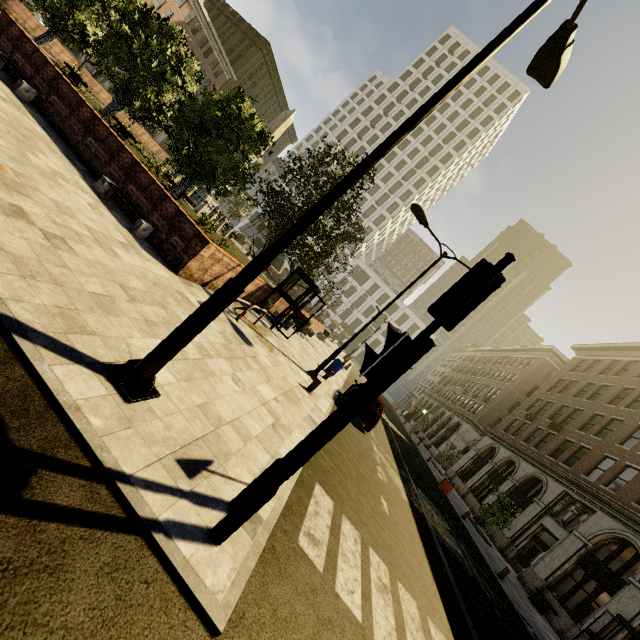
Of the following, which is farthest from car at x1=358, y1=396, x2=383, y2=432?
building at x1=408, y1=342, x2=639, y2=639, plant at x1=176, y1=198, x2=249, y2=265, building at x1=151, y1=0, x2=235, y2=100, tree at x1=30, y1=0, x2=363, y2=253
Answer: building at x1=151, y1=0, x2=235, y2=100

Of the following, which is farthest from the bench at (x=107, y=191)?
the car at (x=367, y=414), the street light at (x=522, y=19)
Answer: the car at (x=367, y=414)

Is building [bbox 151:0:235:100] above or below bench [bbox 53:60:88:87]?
above

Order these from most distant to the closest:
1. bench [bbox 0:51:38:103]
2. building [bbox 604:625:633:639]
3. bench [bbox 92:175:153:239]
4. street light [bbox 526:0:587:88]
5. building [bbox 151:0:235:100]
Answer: building [bbox 151:0:235:100] < building [bbox 604:625:633:639] < bench [bbox 0:51:38:103] < bench [bbox 92:175:153:239] < street light [bbox 526:0:587:88]

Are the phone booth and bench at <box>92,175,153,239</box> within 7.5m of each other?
yes

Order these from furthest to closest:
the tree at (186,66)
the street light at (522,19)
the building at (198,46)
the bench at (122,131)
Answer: the building at (198,46), the bench at (122,131), the tree at (186,66), the street light at (522,19)

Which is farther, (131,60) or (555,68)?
(131,60)

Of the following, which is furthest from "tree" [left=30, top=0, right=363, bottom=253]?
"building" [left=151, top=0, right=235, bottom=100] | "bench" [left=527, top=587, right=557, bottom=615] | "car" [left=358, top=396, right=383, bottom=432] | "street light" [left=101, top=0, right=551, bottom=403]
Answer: "building" [left=151, top=0, right=235, bottom=100]
